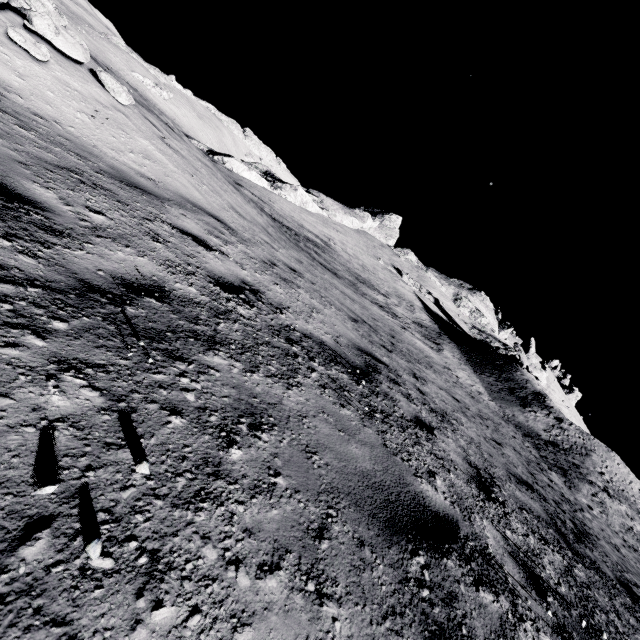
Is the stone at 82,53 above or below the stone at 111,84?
above

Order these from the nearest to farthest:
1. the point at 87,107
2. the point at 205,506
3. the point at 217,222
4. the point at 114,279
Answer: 1. the point at 205,506
2. the point at 114,279
3. the point at 87,107
4. the point at 217,222

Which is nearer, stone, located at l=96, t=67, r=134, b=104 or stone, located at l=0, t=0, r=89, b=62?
stone, located at l=0, t=0, r=89, b=62

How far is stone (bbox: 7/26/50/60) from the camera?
4.8 meters

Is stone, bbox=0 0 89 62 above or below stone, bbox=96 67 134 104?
above

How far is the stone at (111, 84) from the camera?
6.3m
